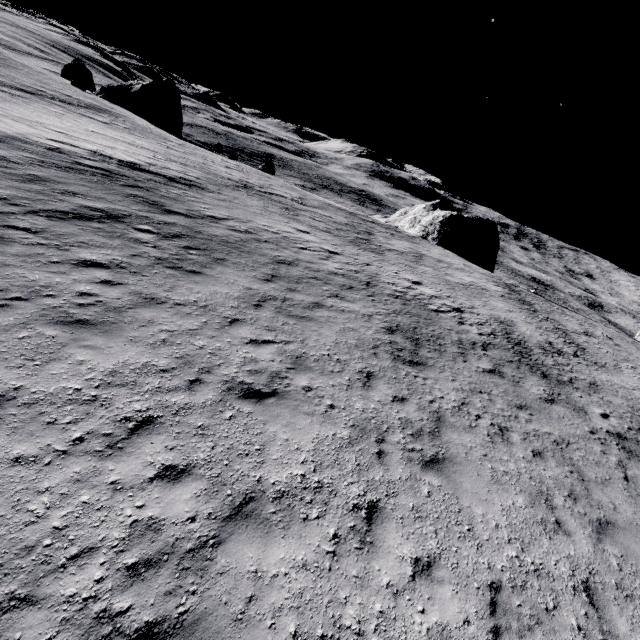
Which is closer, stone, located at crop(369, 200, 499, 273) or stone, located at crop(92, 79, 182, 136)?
stone, located at crop(369, 200, 499, 273)

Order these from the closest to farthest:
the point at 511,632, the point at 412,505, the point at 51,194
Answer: the point at 511,632 < the point at 412,505 < the point at 51,194

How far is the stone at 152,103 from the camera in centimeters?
4419cm

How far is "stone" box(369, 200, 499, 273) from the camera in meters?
40.1

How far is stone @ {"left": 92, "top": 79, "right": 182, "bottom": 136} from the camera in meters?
44.2

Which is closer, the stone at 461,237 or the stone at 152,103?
the stone at 461,237
